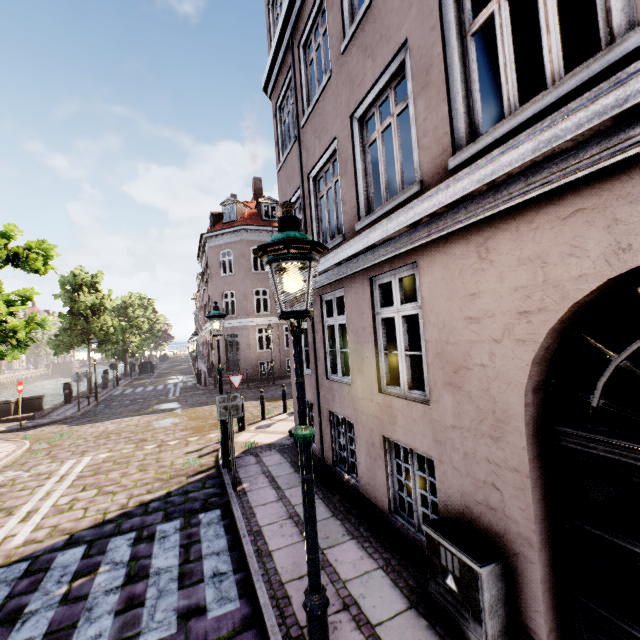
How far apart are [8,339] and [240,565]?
6.98m

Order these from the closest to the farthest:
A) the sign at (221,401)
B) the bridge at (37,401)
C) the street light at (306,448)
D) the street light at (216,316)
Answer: the street light at (306,448), the sign at (221,401), the street light at (216,316), the bridge at (37,401)

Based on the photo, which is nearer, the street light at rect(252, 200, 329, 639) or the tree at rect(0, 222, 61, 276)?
the street light at rect(252, 200, 329, 639)

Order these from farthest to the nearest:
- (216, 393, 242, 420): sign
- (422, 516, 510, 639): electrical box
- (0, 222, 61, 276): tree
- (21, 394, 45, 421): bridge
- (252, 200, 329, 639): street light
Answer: (21, 394, 45, 421): bridge
(0, 222, 61, 276): tree
(216, 393, 242, 420): sign
(422, 516, 510, 639): electrical box
(252, 200, 329, 639): street light

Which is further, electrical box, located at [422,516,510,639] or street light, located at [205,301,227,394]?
street light, located at [205,301,227,394]

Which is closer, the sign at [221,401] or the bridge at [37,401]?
the sign at [221,401]

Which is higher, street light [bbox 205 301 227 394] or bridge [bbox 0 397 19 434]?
street light [bbox 205 301 227 394]

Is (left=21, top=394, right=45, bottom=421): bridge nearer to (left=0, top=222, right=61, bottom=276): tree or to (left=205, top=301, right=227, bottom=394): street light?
(left=0, top=222, right=61, bottom=276): tree
